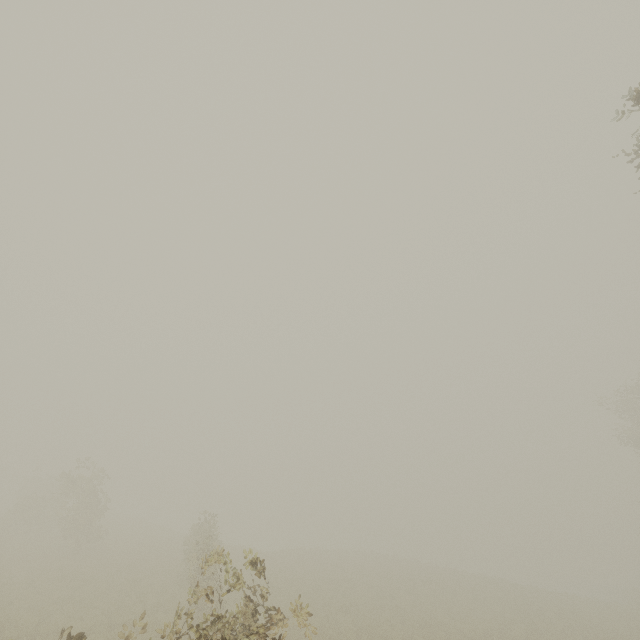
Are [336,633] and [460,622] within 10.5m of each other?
yes
